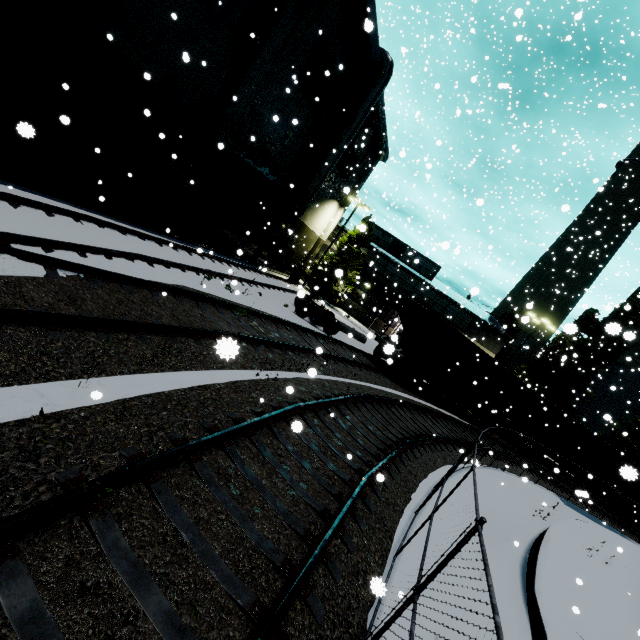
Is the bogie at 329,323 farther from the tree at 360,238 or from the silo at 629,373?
the silo at 629,373

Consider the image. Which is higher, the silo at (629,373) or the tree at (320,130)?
the tree at (320,130)

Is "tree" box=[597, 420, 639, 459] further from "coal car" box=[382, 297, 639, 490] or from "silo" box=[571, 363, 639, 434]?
"coal car" box=[382, 297, 639, 490]

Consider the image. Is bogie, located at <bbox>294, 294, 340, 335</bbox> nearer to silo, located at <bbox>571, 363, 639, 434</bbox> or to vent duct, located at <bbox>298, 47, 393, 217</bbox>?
vent duct, located at <bbox>298, 47, 393, 217</bbox>

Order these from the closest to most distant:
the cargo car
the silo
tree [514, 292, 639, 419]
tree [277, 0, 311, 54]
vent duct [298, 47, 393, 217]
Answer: tree [277, 0, 311, 54]
vent duct [298, 47, 393, 217]
the cargo car
tree [514, 292, 639, 419]
the silo

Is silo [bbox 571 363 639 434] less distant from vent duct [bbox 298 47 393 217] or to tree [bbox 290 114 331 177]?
tree [bbox 290 114 331 177]

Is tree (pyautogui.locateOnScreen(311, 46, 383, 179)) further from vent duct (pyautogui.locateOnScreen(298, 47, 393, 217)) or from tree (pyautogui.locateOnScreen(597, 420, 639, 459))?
tree (pyautogui.locateOnScreen(597, 420, 639, 459))

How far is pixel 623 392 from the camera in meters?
36.6
